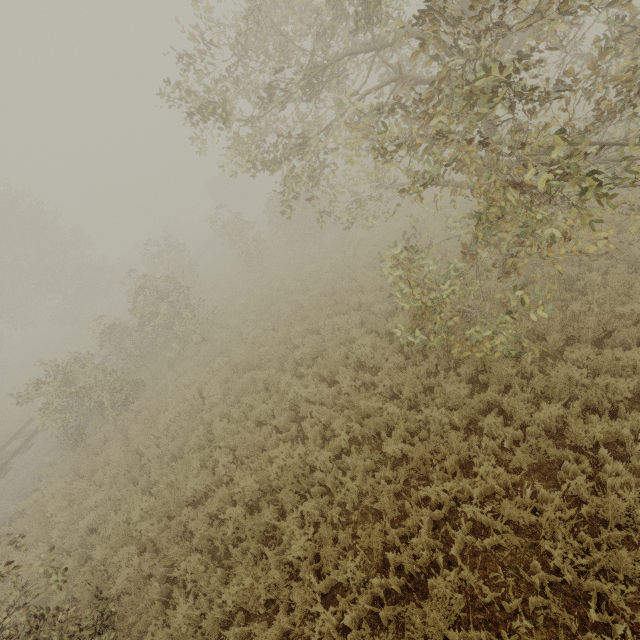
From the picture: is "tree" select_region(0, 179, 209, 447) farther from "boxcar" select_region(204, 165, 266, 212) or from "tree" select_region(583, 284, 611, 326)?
"tree" select_region(583, 284, 611, 326)

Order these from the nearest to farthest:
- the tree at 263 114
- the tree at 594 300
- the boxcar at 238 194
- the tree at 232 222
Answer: the tree at 263 114, the tree at 594 300, the tree at 232 222, the boxcar at 238 194

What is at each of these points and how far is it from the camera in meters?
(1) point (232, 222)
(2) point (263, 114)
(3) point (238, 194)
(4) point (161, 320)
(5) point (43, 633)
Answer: (1) tree, 19.5 m
(2) tree, 7.3 m
(3) boxcar, 39.3 m
(4) tree, 13.9 m
(5) tree, 4.3 m

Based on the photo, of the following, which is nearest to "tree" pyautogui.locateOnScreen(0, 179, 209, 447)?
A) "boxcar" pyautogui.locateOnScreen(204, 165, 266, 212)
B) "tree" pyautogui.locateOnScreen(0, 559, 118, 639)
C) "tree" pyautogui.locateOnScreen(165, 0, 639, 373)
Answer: "boxcar" pyautogui.locateOnScreen(204, 165, 266, 212)

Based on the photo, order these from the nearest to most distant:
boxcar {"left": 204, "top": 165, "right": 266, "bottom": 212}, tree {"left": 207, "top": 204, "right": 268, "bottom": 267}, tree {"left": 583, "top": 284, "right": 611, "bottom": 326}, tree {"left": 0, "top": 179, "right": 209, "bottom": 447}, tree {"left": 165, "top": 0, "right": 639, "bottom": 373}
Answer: tree {"left": 165, "top": 0, "right": 639, "bottom": 373} → tree {"left": 583, "top": 284, "right": 611, "bottom": 326} → tree {"left": 0, "top": 179, "right": 209, "bottom": 447} → tree {"left": 207, "top": 204, "right": 268, "bottom": 267} → boxcar {"left": 204, "top": 165, "right": 266, "bottom": 212}

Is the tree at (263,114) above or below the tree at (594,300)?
above

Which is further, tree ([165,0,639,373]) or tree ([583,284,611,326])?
tree ([583,284,611,326])

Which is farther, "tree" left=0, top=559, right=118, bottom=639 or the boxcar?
the boxcar
